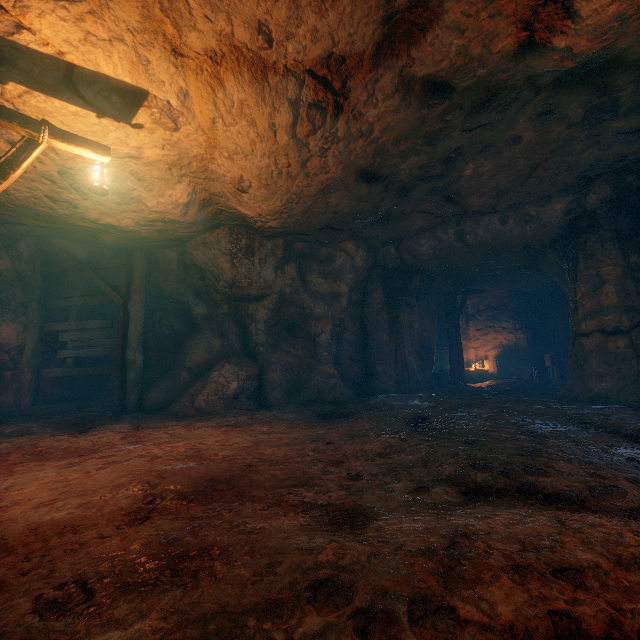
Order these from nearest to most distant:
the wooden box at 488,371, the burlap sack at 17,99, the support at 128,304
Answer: the burlap sack at 17,99 → the support at 128,304 → the wooden box at 488,371

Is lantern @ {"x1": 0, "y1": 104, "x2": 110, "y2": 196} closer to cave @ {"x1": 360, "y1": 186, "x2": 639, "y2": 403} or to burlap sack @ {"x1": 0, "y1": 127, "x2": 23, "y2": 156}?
burlap sack @ {"x1": 0, "y1": 127, "x2": 23, "y2": 156}

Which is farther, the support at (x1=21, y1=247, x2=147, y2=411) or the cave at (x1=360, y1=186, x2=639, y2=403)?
the support at (x1=21, y1=247, x2=147, y2=411)

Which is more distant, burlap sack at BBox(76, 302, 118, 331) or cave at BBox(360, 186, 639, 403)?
burlap sack at BBox(76, 302, 118, 331)

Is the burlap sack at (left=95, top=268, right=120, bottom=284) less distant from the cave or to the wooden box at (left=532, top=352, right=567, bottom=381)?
the cave

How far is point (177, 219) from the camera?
7.18m

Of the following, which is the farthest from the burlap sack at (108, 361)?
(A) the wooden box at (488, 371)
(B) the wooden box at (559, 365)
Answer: (A) the wooden box at (488, 371)

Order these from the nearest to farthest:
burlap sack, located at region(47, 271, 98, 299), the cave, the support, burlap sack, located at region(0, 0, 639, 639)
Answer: burlap sack, located at region(0, 0, 639, 639)
the cave
the support
burlap sack, located at region(47, 271, 98, 299)
